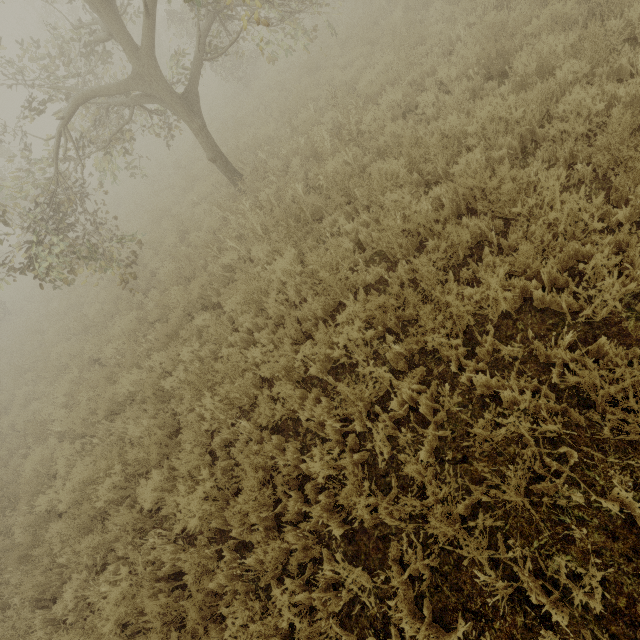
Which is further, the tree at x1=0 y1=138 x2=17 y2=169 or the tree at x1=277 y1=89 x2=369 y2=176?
the tree at x1=0 y1=138 x2=17 y2=169

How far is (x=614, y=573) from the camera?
2.3m

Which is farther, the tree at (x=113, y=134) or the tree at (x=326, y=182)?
the tree at (x=113, y=134)

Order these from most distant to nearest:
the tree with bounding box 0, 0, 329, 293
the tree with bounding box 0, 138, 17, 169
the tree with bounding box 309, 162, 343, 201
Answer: the tree with bounding box 0, 138, 17, 169 < the tree with bounding box 0, 0, 329, 293 < the tree with bounding box 309, 162, 343, 201

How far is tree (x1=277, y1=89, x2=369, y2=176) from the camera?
6.3 meters

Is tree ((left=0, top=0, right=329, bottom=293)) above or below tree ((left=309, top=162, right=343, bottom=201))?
above
